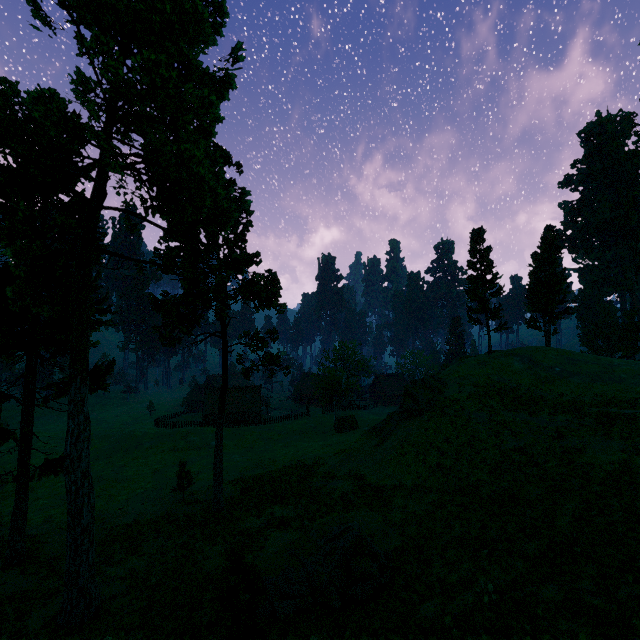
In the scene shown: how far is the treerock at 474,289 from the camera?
39.8 meters

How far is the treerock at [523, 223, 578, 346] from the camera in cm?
4150

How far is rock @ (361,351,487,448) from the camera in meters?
28.6 m

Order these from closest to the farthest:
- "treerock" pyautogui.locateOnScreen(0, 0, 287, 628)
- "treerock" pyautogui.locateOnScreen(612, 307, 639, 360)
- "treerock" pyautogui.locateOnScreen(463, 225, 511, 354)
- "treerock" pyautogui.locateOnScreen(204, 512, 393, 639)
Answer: "treerock" pyautogui.locateOnScreen(204, 512, 393, 639), "treerock" pyautogui.locateOnScreen(0, 0, 287, 628), "treerock" pyautogui.locateOnScreen(463, 225, 511, 354), "treerock" pyautogui.locateOnScreen(612, 307, 639, 360)

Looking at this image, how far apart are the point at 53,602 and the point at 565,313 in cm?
5456
